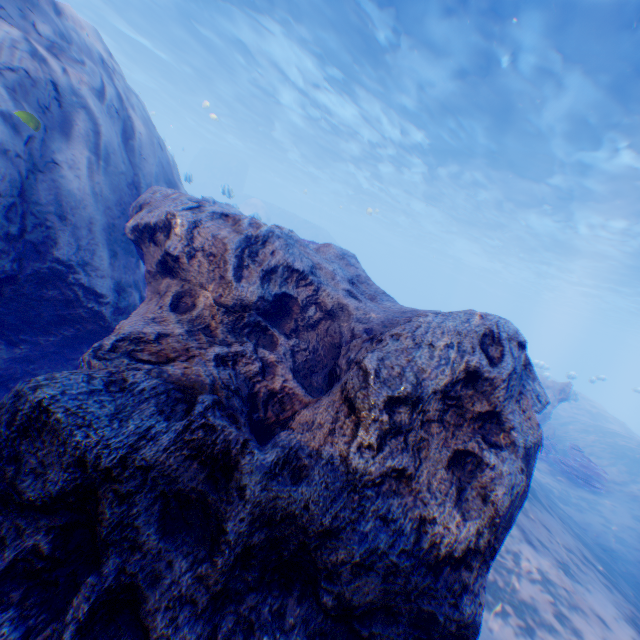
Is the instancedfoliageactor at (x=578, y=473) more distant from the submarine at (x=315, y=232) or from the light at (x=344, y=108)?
the light at (x=344, y=108)

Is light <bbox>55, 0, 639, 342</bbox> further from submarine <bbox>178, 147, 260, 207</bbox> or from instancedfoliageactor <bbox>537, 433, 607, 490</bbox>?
instancedfoliageactor <bbox>537, 433, 607, 490</bbox>

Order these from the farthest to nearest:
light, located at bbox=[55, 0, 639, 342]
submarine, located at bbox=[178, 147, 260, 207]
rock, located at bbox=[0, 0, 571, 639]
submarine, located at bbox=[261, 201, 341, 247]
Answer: submarine, located at bbox=[178, 147, 260, 207] < submarine, located at bbox=[261, 201, 341, 247] < light, located at bbox=[55, 0, 639, 342] < rock, located at bbox=[0, 0, 571, 639]

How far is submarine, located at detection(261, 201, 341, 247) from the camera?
37.78m

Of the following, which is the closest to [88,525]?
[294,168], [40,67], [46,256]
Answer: [46,256]

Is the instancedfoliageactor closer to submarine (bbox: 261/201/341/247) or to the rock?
the rock

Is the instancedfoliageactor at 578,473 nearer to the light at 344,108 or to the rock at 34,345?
the rock at 34,345

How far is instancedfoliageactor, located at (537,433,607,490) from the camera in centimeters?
999cm
